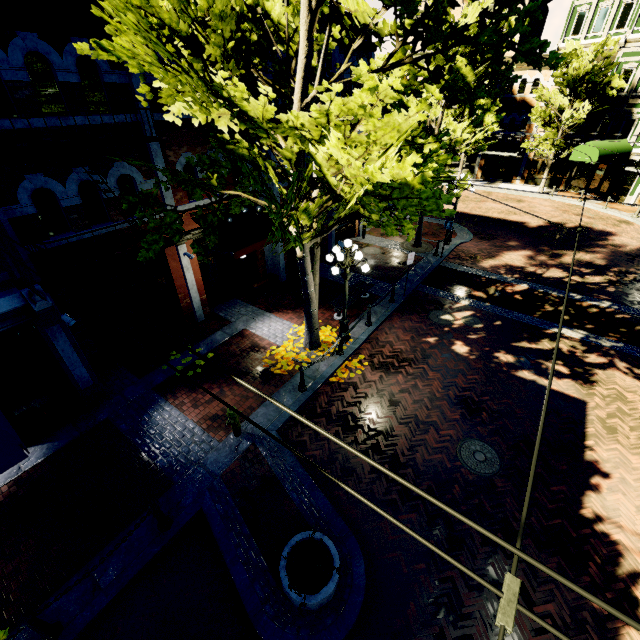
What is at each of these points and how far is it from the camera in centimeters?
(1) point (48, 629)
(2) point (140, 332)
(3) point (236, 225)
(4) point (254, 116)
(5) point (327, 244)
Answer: (1) post, 502cm
(2) building, 1088cm
(3) awning, 1130cm
(4) tree, 524cm
(5) building, 1734cm

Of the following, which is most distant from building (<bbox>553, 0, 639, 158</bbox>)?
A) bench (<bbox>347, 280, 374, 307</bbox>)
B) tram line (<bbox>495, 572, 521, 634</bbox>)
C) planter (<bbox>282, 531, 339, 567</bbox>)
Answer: bench (<bbox>347, 280, 374, 307</bbox>)

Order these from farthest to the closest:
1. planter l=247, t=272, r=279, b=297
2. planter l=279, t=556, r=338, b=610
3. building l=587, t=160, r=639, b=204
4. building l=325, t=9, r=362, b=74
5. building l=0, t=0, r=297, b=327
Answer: building l=587, t=160, r=639, b=204, planter l=247, t=272, r=279, b=297, building l=325, t=9, r=362, b=74, building l=0, t=0, r=297, b=327, planter l=279, t=556, r=338, b=610

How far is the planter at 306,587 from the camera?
5.1 meters

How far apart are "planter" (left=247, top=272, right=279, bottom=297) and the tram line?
12.5m

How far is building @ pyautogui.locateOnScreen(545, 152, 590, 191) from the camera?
27.16m

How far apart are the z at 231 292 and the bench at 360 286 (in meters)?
4.51

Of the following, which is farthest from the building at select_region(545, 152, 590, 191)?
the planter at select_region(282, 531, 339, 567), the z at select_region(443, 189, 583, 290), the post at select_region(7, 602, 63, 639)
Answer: the post at select_region(7, 602, 63, 639)
